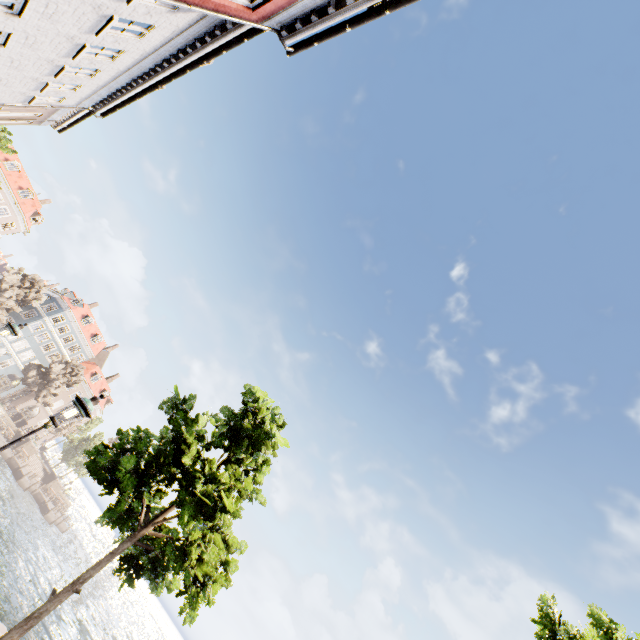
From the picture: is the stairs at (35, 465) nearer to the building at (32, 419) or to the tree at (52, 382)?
the building at (32, 419)

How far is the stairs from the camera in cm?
4718

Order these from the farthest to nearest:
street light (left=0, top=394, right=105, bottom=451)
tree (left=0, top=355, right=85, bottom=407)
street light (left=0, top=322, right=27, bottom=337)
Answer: tree (left=0, top=355, right=85, bottom=407) < street light (left=0, top=322, right=27, bottom=337) < street light (left=0, top=394, right=105, bottom=451)

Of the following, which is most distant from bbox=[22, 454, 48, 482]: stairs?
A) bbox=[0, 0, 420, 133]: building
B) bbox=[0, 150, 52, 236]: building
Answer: bbox=[0, 0, 420, 133]: building

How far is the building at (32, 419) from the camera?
53.4m

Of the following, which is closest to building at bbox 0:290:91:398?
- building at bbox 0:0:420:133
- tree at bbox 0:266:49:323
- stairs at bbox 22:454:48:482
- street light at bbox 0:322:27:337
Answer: tree at bbox 0:266:49:323

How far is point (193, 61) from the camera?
10.1 meters

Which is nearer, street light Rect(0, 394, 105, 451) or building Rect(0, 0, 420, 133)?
street light Rect(0, 394, 105, 451)
